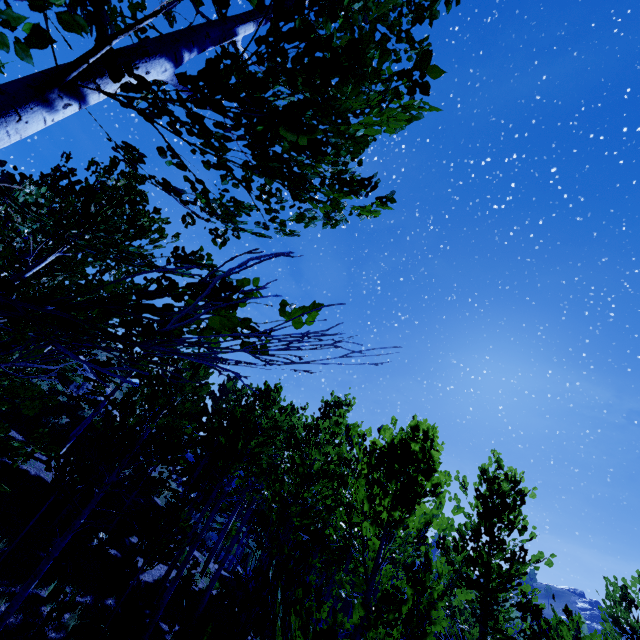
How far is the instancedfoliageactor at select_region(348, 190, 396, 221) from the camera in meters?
1.9 m

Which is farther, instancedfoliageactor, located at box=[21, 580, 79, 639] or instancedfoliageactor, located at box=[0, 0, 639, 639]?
instancedfoliageactor, located at box=[21, 580, 79, 639]

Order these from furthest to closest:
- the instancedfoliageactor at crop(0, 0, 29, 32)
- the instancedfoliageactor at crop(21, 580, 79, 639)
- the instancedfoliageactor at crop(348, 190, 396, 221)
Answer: the instancedfoliageactor at crop(21, 580, 79, 639)
the instancedfoliageactor at crop(348, 190, 396, 221)
the instancedfoliageactor at crop(0, 0, 29, 32)

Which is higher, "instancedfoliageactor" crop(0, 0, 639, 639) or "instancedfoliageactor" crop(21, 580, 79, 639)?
"instancedfoliageactor" crop(0, 0, 639, 639)

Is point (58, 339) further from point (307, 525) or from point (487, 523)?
point (307, 525)

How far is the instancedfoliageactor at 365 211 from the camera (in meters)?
1.91

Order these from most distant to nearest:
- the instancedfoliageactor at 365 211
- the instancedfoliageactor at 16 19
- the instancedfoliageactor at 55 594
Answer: the instancedfoliageactor at 55 594 < the instancedfoliageactor at 365 211 < the instancedfoliageactor at 16 19
